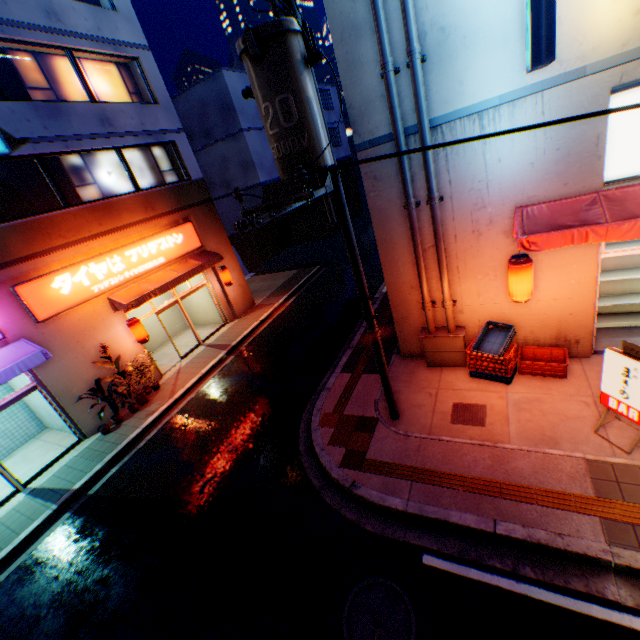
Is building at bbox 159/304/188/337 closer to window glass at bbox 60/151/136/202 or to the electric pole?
window glass at bbox 60/151/136/202

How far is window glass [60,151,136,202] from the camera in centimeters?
1102cm

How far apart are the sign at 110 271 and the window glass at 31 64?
4.5m

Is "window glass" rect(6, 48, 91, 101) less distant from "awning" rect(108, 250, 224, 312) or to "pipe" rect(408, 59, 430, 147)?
"awning" rect(108, 250, 224, 312)

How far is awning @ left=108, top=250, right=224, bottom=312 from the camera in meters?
11.4

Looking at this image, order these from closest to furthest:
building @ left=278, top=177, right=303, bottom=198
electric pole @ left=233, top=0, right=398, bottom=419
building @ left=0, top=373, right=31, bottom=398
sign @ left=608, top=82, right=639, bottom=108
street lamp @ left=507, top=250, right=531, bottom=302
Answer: electric pole @ left=233, top=0, right=398, bottom=419 → sign @ left=608, top=82, right=639, bottom=108 → street lamp @ left=507, top=250, right=531, bottom=302 → building @ left=0, top=373, right=31, bottom=398 → building @ left=278, top=177, right=303, bottom=198

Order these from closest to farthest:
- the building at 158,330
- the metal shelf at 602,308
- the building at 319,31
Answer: the metal shelf at 602,308, the building at 158,330, the building at 319,31

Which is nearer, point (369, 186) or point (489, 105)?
point (489, 105)
